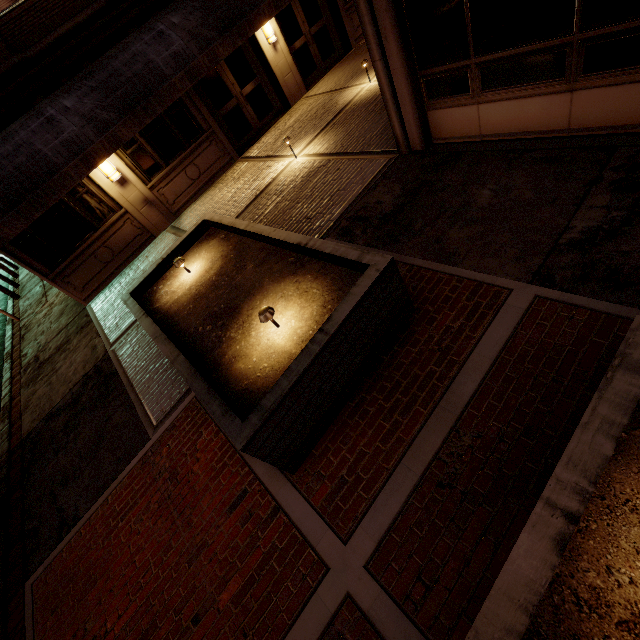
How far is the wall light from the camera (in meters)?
8.95

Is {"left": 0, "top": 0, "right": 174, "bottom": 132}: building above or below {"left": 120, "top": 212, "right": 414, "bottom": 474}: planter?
above

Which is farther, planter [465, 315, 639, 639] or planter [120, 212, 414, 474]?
planter [120, 212, 414, 474]

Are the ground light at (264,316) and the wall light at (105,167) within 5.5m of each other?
no

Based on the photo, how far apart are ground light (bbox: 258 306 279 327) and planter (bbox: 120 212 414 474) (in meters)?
0.26

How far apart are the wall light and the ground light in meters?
8.4 m

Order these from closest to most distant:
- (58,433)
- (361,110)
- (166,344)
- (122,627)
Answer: (122,627) → (166,344) → (58,433) → (361,110)

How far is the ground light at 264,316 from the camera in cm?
376
